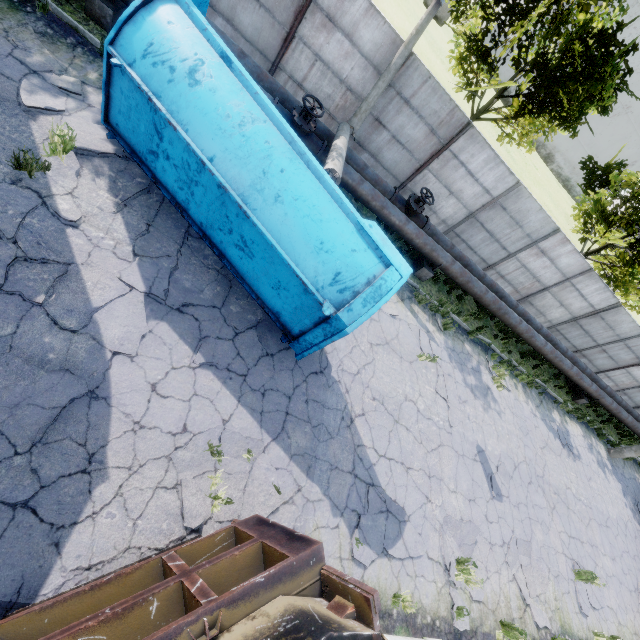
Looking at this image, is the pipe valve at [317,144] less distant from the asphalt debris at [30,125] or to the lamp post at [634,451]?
the asphalt debris at [30,125]

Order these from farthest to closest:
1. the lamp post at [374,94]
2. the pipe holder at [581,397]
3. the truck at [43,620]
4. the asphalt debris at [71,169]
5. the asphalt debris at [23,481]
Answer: the pipe holder at [581,397]
the lamp post at [374,94]
the asphalt debris at [71,169]
the asphalt debris at [23,481]
the truck at [43,620]

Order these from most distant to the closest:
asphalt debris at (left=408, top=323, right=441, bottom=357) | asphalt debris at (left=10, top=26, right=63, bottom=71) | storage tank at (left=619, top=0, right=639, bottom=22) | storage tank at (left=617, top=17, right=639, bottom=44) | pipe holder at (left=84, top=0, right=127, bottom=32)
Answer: storage tank at (left=617, top=17, right=639, bottom=44)
storage tank at (left=619, top=0, right=639, bottom=22)
asphalt debris at (left=408, top=323, right=441, bottom=357)
pipe holder at (left=84, top=0, right=127, bottom=32)
asphalt debris at (left=10, top=26, right=63, bottom=71)

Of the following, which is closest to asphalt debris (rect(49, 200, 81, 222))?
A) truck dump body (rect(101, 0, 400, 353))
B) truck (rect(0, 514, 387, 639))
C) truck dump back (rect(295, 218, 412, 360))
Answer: truck dump body (rect(101, 0, 400, 353))

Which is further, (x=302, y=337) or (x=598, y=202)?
(x=598, y=202)

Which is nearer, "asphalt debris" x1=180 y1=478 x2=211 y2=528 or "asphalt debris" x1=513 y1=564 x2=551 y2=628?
"asphalt debris" x1=180 y1=478 x2=211 y2=528

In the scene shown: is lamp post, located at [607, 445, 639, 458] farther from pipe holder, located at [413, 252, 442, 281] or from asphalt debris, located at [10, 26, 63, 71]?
asphalt debris, located at [10, 26, 63, 71]

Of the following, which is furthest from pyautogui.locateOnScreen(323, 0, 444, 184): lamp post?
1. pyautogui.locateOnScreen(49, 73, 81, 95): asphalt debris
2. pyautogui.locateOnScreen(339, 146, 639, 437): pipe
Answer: pyautogui.locateOnScreen(49, 73, 81, 95): asphalt debris
